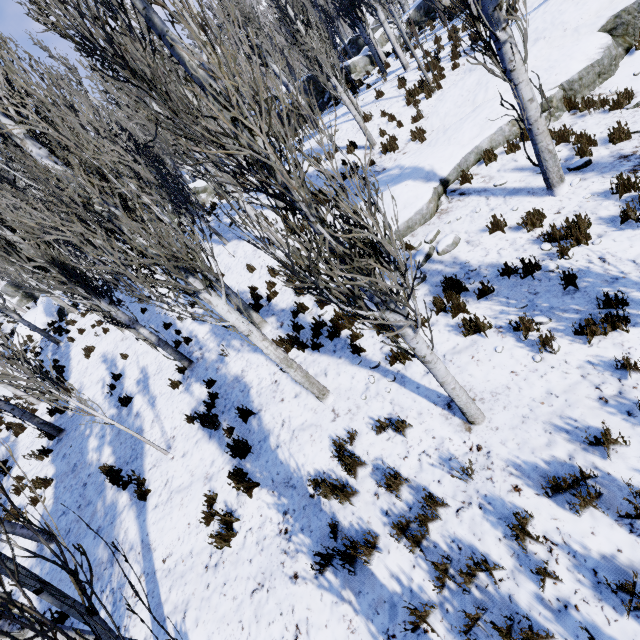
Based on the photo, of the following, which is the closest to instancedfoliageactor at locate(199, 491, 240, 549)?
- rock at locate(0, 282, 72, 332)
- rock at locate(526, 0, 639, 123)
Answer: rock at locate(526, 0, 639, 123)

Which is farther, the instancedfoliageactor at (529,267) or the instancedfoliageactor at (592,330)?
the instancedfoliageactor at (529,267)

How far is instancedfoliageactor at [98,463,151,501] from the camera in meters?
6.8 m

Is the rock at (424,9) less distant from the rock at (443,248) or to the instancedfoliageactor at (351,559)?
the instancedfoliageactor at (351,559)

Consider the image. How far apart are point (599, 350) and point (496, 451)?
1.91m

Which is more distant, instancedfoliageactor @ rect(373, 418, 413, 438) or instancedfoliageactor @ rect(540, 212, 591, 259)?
instancedfoliageactor @ rect(540, 212, 591, 259)
